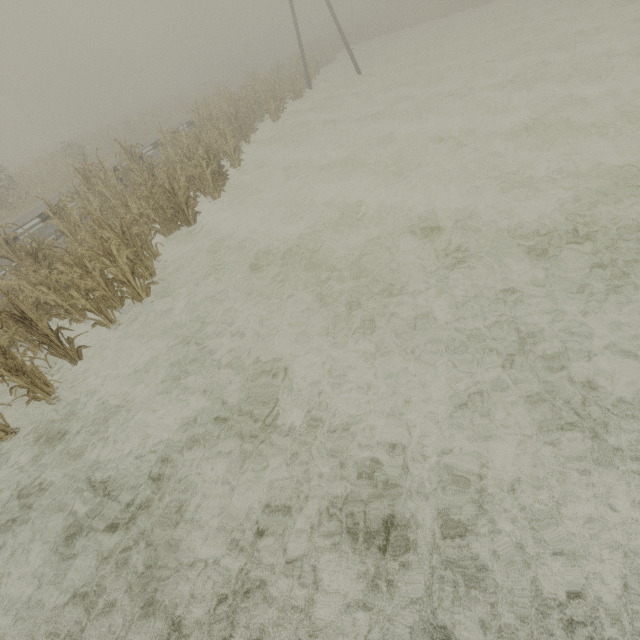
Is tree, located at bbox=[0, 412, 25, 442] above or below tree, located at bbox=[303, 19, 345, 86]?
below

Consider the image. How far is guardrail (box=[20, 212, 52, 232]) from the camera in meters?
10.9 m

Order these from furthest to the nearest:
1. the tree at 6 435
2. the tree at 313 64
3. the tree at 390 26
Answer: the tree at 390 26, the tree at 313 64, the tree at 6 435

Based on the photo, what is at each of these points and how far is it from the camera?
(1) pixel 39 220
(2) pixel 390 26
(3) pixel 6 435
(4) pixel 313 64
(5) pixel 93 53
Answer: (1) guardrail, 11.28m
(2) tree, 38.50m
(3) tree, 5.18m
(4) tree, 27.42m
(5) tree, 54.88m

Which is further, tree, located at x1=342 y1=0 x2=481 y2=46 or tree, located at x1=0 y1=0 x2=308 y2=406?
tree, located at x1=342 y1=0 x2=481 y2=46

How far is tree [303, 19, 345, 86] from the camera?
28.6m

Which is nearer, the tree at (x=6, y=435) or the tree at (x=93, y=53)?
the tree at (x=6, y=435)

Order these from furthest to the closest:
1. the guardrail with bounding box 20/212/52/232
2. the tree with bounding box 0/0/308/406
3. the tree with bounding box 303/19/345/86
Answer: the tree with bounding box 303/19/345/86 < the guardrail with bounding box 20/212/52/232 < the tree with bounding box 0/0/308/406
